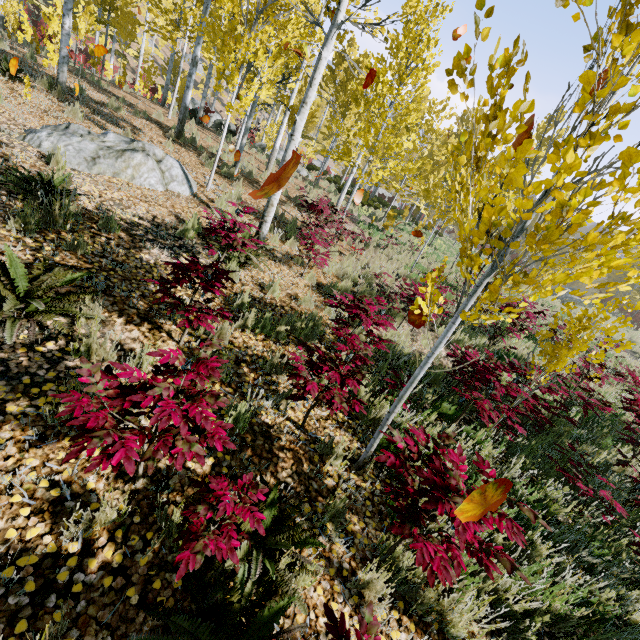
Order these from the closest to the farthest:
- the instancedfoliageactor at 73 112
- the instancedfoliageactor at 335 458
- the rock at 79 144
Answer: the instancedfoliageactor at 335 458 → the rock at 79 144 → the instancedfoliageactor at 73 112

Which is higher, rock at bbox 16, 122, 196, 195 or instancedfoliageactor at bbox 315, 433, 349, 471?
rock at bbox 16, 122, 196, 195

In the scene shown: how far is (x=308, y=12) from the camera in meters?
5.7

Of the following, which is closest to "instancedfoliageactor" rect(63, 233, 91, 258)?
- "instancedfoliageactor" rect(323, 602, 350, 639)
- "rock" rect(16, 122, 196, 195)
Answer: "rock" rect(16, 122, 196, 195)

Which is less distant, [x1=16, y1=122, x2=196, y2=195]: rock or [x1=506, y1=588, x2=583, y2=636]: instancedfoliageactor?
[x1=506, y1=588, x2=583, y2=636]: instancedfoliageactor

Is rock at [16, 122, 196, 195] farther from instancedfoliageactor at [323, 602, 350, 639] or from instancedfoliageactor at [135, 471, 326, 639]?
instancedfoliageactor at [323, 602, 350, 639]

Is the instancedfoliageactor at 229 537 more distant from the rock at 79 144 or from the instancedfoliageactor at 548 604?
the rock at 79 144
